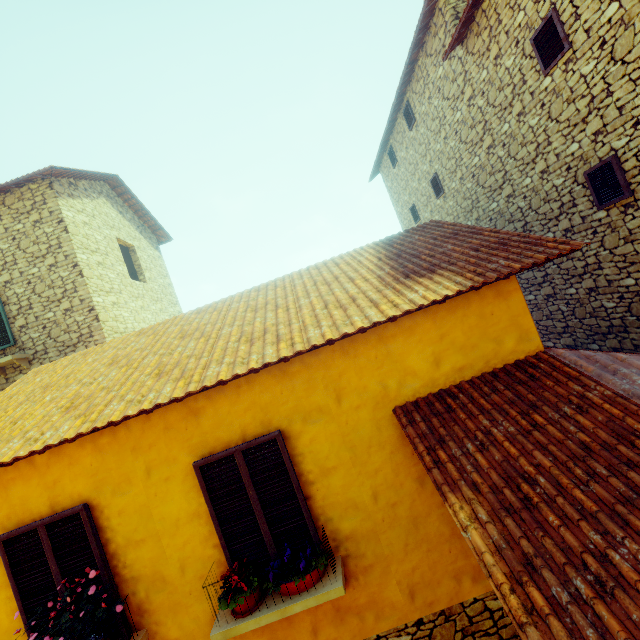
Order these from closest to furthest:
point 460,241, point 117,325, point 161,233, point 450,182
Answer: point 460,241, point 117,325, point 450,182, point 161,233

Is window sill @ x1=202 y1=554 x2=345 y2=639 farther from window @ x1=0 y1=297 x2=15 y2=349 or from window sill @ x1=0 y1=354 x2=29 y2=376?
window @ x1=0 y1=297 x2=15 y2=349

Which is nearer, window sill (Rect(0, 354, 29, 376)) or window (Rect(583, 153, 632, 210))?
window (Rect(583, 153, 632, 210))

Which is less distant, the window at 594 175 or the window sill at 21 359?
the window at 594 175

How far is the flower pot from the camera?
3.5 meters

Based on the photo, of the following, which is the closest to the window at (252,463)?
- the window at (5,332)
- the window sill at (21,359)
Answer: the window sill at (21,359)

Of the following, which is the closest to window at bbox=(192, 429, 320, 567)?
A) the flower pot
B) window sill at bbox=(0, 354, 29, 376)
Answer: the flower pot

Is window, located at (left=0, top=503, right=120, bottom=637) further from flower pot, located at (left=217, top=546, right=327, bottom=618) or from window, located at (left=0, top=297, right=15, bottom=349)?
window, located at (left=0, top=297, right=15, bottom=349)
